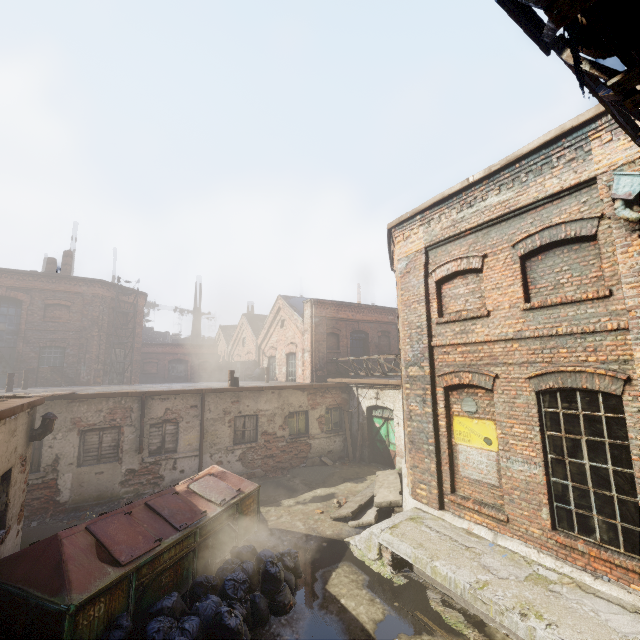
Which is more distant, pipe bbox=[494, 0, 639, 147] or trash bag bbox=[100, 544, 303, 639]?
trash bag bbox=[100, 544, 303, 639]

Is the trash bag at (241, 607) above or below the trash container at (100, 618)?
below

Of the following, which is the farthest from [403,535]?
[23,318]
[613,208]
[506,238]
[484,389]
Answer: [23,318]

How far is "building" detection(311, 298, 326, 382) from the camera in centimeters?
1767cm

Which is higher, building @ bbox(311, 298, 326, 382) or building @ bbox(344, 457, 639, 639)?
building @ bbox(311, 298, 326, 382)

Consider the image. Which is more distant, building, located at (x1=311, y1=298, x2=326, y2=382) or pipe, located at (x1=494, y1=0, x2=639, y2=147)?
building, located at (x1=311, y1=298, x2=326, y2=382)

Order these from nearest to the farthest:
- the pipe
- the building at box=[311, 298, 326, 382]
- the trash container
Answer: the pipe
the trash container
the building at box=[311, 298, 326, 382]

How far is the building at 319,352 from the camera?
17.67m
